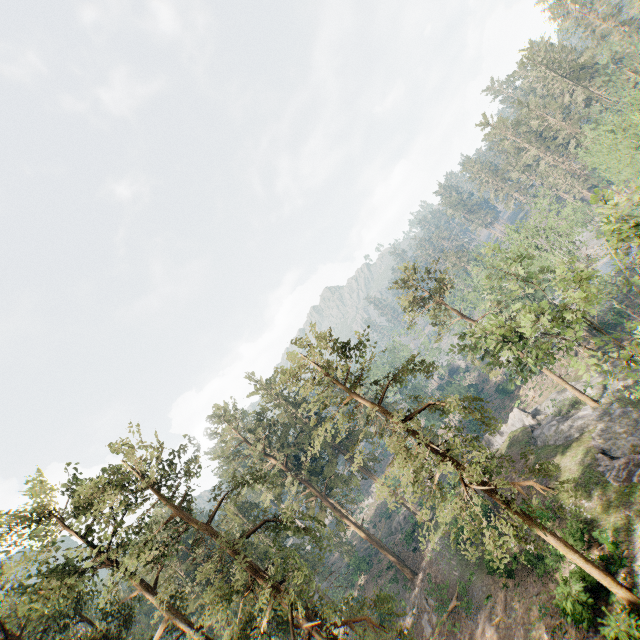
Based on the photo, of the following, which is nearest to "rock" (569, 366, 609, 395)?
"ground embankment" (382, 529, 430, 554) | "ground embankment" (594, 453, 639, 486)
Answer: "ground embankment" (594, 453, 639, 486)

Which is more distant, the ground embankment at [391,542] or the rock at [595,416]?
the ground embankment at [391,542]

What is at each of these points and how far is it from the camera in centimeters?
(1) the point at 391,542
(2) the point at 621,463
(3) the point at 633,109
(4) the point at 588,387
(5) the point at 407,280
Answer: (1) ground embankment, 4862cm
(2) ground embankment, 2447cm
(3) foliage, 3188cm
(4) rock, 3678cm
(5) foliage, 3541cm

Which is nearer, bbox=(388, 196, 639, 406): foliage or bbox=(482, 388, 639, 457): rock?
bbox=(388, 196, 639, 406): foliage

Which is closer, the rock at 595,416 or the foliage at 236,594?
the foliage at 236,594

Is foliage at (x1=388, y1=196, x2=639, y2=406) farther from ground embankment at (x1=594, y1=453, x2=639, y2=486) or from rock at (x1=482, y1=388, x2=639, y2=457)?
ground embankment at (x1=594, y1=453, x2=639, y2=486)

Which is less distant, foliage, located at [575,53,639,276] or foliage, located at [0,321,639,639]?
foliage, located at [575,53,639,276]

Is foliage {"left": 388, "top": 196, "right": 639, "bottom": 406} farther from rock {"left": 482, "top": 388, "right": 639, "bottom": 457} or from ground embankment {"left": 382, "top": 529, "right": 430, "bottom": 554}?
ground embankment {"left": 382, "top": 529, "right": 430, "bottom": 554}
